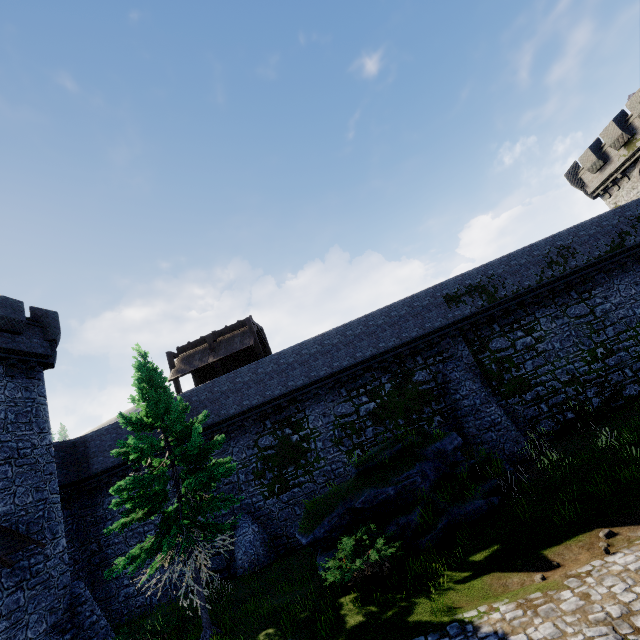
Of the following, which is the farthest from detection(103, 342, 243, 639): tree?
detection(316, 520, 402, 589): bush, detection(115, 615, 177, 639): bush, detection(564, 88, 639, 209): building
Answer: detection(564, 88, 639, 209): building

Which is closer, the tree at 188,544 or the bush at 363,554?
the bush at 363,554

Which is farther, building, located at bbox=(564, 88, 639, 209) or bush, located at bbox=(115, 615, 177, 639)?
building, located at bbox=(564, 88, 639, 209)

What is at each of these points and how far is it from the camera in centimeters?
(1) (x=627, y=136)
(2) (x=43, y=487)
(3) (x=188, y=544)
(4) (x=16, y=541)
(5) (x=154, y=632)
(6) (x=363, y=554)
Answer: (1) building, 2275cm
(2) building, 1519cm
(3) tree, 1008cm
(4) awning, 1289cm
(5) bush, 1229cm
(6) bush, 1083cm

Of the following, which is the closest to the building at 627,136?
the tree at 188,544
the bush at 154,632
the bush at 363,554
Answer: the bush at 363,554

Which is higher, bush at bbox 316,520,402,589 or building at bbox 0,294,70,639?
building at bbox 0,294,70,639

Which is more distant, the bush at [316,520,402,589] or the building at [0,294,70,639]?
the building at [0,294,70,639]

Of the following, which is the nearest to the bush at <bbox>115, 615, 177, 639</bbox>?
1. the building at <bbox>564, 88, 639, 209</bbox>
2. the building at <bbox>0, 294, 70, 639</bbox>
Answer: the building at <bbox>0, 294, 70, 639</bbox>
